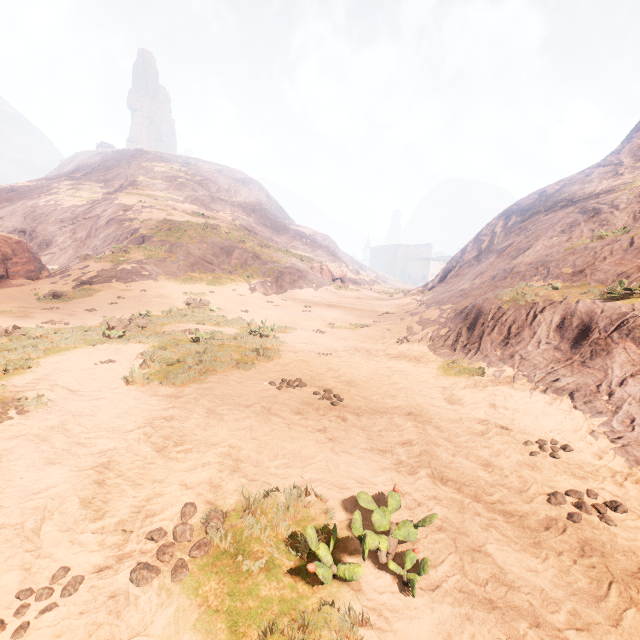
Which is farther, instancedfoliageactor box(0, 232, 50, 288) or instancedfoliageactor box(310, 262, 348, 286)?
instancedfoliageactor box(310, 262, 348, 286)

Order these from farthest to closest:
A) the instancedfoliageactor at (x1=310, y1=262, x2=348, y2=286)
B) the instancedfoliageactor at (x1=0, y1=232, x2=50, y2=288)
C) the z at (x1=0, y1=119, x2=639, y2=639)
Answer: the instancedfoliageactor at (x1=310, y1=262, x2=348, y2=286) < the instancedfoliageactor at (x1=0, y1=232, x2=50, y2=288) < the z at (x1=0, y1=119, x2=639, y2=639)

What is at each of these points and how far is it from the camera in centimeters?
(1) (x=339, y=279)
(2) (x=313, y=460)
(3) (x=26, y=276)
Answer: (1) instancedfoliageactor, 3984cm
(2) z, 447cm
(3) instancedfoliageactor, 1919cm

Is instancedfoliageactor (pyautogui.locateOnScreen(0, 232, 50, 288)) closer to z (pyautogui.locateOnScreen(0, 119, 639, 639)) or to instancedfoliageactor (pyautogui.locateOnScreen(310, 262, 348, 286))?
z (pyautogui.locateOnScreen(0, 119, 639, 639))

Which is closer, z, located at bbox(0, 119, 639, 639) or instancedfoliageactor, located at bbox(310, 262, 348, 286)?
z, located at bbox(0, 119, 639, 639)

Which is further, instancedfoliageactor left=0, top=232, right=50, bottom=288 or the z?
instancedfoliageactor left=0, top=232, right=50, bottom=288

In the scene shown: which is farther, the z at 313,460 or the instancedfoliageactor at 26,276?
the instancedfoliageactor at 26,276

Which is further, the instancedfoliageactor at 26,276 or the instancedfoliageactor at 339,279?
the instancedfoliageactor at 339,279
